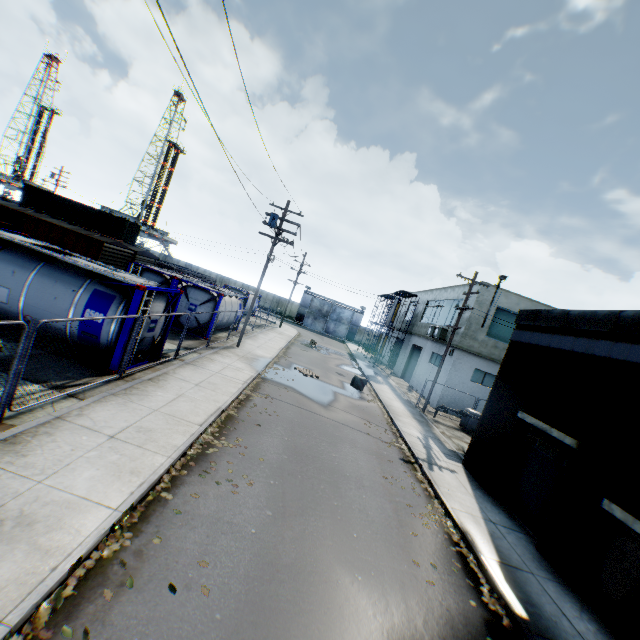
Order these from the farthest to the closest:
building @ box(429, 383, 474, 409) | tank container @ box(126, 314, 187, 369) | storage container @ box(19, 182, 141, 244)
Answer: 1. storage container @ box(19, 182, 141, 244)
2. building @ box(429, 383, 474, 409)
3. tank container @ box(126, 314, 187, 369)

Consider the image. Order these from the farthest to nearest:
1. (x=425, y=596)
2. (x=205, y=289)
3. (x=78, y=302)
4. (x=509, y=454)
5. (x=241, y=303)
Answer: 1. (x=241, y=303)
2. (x=205, y=289)
3. (x=509, y=454)
4. (x=78, y=302)
5. (x=425, y=596)

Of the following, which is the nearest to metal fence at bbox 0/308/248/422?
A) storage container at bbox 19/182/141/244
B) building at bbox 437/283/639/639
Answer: building at bbox 437/283/639/639

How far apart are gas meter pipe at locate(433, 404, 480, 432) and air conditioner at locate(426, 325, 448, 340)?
5.77m

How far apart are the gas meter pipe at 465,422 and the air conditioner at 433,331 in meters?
5.8 m

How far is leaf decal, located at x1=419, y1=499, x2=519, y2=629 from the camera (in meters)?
6.30

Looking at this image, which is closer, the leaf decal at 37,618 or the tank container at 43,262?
the leaf decal at 37,618

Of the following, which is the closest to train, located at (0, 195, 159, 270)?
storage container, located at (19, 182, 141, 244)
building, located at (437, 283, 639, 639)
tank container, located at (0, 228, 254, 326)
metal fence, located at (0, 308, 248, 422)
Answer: tank container, located at (0, 228, 254, 326)
